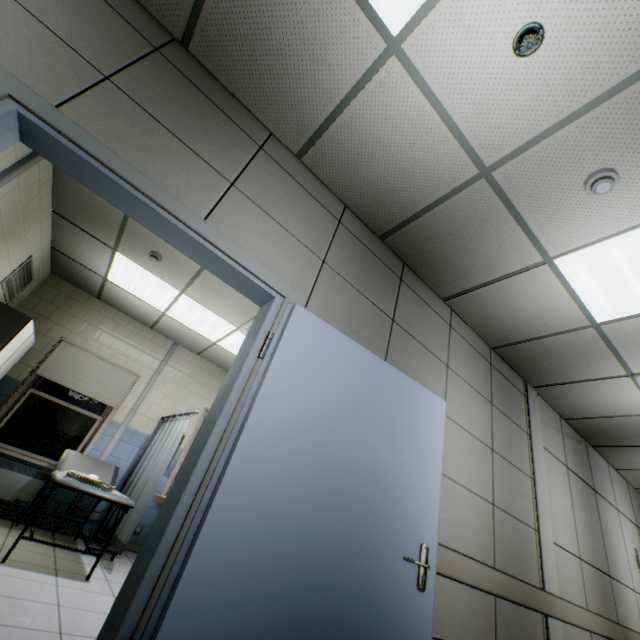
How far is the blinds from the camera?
5.1 meters

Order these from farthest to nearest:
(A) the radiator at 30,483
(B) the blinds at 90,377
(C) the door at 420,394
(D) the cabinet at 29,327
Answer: (B) the blinds at 90,377 < (A) the radiator at 30,483 < (D) the cabinet at 29,327 < (C) the door at 420,394

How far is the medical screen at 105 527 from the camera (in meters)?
4.17

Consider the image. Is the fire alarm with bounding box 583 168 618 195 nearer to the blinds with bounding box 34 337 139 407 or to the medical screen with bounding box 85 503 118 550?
the medical screen with bounding box 85 503 118 550

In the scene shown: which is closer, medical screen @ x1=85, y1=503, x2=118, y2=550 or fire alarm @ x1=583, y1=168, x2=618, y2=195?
fire alarm @ x1=583, y1=168, x2=618, y2=195

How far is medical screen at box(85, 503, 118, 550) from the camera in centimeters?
Answer: 417cm

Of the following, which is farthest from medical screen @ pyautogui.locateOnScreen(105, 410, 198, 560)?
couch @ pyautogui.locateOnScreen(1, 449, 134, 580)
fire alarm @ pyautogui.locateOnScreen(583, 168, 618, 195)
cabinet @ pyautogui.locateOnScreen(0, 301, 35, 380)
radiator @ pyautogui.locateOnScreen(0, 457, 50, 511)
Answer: fire alarm @ pyautogui.locateOnScreen(583, 168, 618, 195)

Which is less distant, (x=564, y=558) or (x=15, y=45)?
(x=15, y=45)
